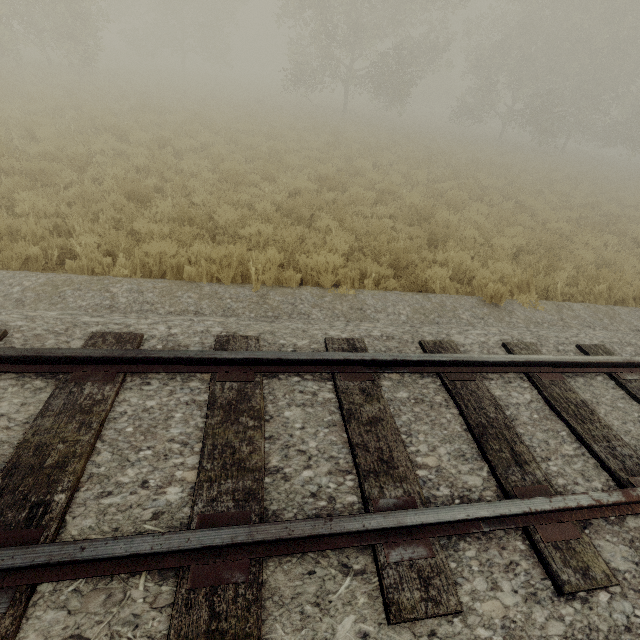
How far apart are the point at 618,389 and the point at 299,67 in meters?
28.8
